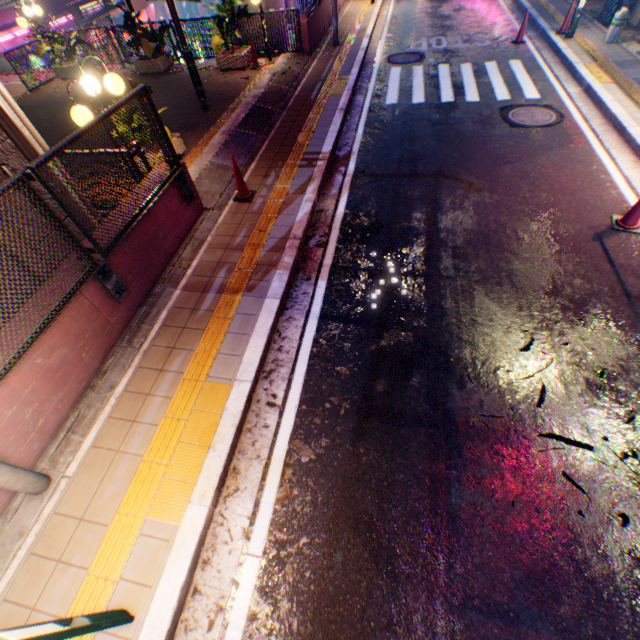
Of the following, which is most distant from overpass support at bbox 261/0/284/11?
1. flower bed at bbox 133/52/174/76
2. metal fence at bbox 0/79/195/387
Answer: flower bed at bbox 133/52/174/76

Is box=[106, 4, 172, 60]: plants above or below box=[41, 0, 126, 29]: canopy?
above

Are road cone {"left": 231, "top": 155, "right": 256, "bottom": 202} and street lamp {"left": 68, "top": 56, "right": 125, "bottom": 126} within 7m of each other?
yes

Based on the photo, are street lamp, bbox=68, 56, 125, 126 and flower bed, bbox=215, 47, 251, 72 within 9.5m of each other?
yes

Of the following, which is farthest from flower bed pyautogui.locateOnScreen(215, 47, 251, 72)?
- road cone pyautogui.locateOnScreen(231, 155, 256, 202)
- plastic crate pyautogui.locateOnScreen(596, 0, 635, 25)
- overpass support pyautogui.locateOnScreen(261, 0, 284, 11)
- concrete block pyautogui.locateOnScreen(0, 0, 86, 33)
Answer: concrete block pyautogui.locateOnScreen(0, 0, 86, 33)

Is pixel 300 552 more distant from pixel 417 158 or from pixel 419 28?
pixel 419 28

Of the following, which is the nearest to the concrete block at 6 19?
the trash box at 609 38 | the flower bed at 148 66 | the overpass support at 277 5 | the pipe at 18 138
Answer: the overpass support at 277 5

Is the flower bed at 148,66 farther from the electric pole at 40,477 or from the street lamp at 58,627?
the street lamp at 58,627
